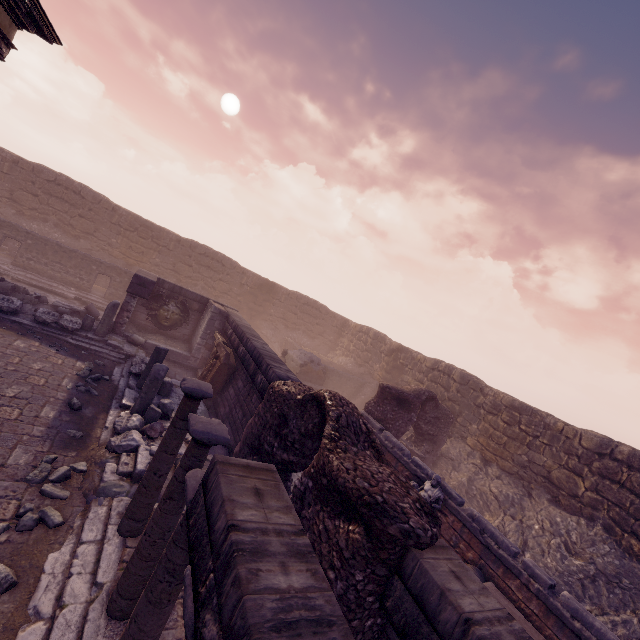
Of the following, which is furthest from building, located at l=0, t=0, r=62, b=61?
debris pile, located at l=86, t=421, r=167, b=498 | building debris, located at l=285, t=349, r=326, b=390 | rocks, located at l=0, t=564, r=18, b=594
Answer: building debris, located at l=285, t=349, r=326, b=390

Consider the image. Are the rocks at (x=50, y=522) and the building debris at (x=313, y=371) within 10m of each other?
no

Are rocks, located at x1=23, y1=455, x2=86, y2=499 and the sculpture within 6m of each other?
no

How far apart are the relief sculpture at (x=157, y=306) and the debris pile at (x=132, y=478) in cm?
786

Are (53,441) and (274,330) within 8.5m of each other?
no

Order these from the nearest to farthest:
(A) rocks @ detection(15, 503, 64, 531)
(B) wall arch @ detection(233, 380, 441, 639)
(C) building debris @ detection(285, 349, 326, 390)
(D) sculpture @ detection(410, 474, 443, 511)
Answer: (B) wall arch @ detection(233, 380, 441, 639) → (A) rocks @ detection(15, 503, 64, 531) → (D) sculpture @ detection(410, 474, 443, 511) → (C) building debris @ detection(285, 349, 326, 390)

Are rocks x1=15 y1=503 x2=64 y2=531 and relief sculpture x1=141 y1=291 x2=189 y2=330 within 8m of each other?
no

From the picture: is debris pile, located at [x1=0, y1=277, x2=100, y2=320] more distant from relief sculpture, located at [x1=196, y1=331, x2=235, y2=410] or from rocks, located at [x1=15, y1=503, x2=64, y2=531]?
rocks, located at [x1=15, y1=503, x2=64, y2=531]
